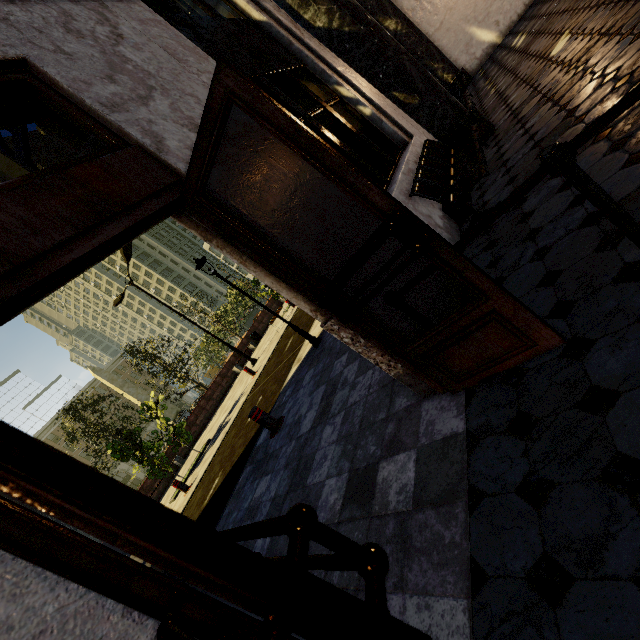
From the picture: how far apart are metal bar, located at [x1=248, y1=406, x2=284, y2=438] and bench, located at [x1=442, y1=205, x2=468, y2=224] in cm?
419

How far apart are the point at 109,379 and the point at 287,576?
38.9m

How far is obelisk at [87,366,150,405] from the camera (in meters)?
32.34

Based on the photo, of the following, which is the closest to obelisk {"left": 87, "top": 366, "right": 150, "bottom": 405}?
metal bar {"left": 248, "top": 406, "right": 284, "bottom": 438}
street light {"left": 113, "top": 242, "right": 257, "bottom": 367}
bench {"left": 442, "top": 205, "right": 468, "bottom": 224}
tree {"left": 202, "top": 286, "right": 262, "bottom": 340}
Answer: tree {"left": 202, "top": 286, "right": 262, "bottom": 340}

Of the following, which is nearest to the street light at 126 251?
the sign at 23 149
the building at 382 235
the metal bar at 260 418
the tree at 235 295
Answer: the tree at 235 295

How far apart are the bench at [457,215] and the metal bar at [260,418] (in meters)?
4.19

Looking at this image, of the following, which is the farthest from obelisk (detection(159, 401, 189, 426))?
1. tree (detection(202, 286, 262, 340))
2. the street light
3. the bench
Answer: the bench

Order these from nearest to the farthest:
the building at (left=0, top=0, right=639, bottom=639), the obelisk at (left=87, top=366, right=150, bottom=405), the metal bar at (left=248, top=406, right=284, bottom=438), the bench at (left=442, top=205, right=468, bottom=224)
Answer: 1. the building at (left=0, top=0, right=639, bottom=639)
2. the bench at (left=442, top=205, right=468, bottom=224)
3. the metal bar at (left=248, top=406, right=284, bottom=438)
4. the obelisk at (left=87, top=366, right=150, bottom=405)
